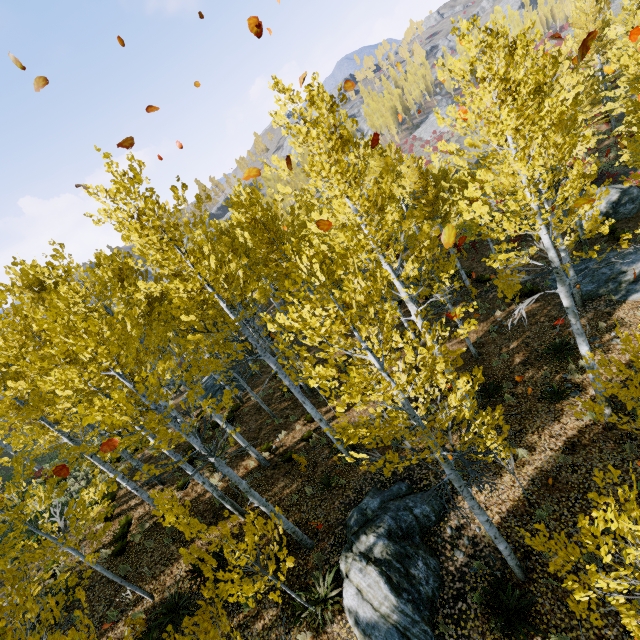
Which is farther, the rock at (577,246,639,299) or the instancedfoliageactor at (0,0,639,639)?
the rock at (577,246,639,299)

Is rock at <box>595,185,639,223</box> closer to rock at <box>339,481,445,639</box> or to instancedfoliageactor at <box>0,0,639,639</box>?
instancedfoliageactor at <box>0,0,639,639</box>

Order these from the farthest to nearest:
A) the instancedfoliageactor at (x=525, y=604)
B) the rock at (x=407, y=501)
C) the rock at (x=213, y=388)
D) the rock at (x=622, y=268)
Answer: the rock at (x=213, y=388) < the rock at (x=622, y=268) < the rock at (x=407, y=501) < the instancedfoliageactor at (x=525, y=604)

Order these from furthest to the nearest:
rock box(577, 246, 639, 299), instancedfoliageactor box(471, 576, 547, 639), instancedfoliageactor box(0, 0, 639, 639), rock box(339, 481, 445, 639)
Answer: rock box(577, 246, 639, 299), rock box(339, 481, 445, 639), instancedfoliageactor box(471, 576, 547, 639), instancedfoliageactor box(0, 0, 639, 639)

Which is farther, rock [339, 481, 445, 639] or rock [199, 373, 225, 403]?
rock [199, 373, 225, 403]

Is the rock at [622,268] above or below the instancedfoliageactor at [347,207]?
below

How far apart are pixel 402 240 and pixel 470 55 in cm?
370

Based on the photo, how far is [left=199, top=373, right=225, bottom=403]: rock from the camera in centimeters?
2020cm
